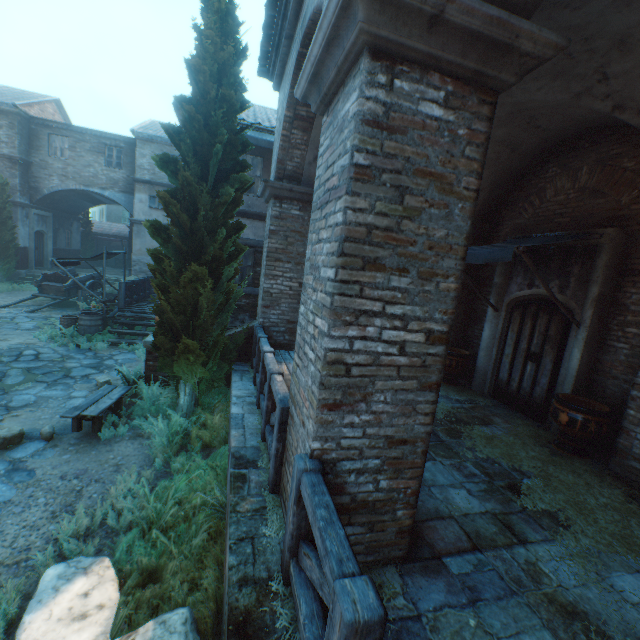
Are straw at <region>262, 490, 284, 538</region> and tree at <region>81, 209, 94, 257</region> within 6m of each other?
no

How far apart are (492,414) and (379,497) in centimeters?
481cm

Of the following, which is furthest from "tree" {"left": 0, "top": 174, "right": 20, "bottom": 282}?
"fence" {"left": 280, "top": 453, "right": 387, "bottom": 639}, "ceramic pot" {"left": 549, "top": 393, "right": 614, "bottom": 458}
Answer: "ceramic pot" {"left": 549, "top": 393, "right": 614, "bottom": 458}

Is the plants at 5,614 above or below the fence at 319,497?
below

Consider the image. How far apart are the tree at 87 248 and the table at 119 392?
26.94m

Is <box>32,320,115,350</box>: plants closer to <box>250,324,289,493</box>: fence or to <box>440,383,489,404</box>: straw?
<box>440,383,489,404</box>: straw

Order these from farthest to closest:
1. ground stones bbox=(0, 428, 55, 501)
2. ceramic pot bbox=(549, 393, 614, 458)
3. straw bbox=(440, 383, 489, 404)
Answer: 1. straw bbox=(440, 383, 489, 404)
2. ceramic pot bbox=(549, 393, 614, 458)
3. ground stones bbox=(0, 428, 55, 501)

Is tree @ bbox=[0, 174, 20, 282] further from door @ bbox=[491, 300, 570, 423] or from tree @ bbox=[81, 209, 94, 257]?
tree @ bbox=[81, 209, 94, 257]
